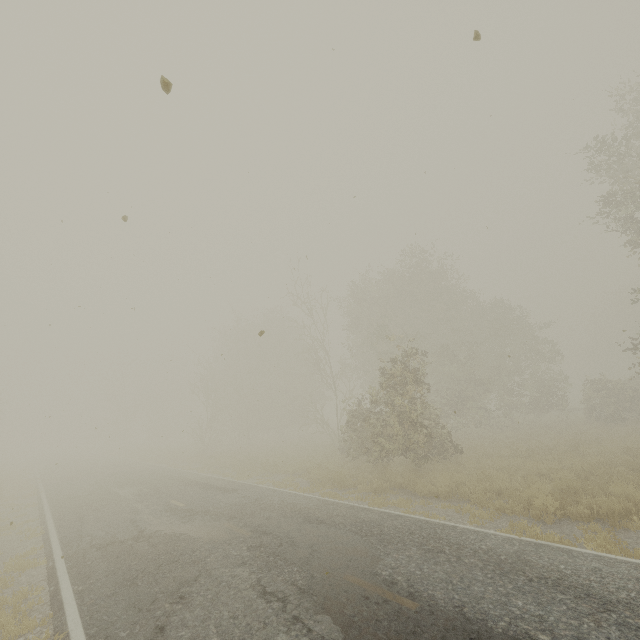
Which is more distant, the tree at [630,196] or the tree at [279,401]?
the tree at [630,196]

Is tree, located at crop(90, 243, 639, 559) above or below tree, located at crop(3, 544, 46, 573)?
above

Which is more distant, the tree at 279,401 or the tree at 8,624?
the tree at 279,401

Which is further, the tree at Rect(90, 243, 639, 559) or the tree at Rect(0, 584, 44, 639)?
the tree at Rect(90, 243, 639, 559)

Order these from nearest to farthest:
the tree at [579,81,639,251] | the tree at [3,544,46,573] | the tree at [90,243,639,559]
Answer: the tree at [3,544,46,573], the tree at [90,243,639,559], the tree at [579,81,639,251]

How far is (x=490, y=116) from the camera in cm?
1085

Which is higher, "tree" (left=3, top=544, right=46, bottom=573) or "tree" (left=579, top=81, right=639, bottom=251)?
"tree" (left=579, top=81, right=639, bottom=251)
